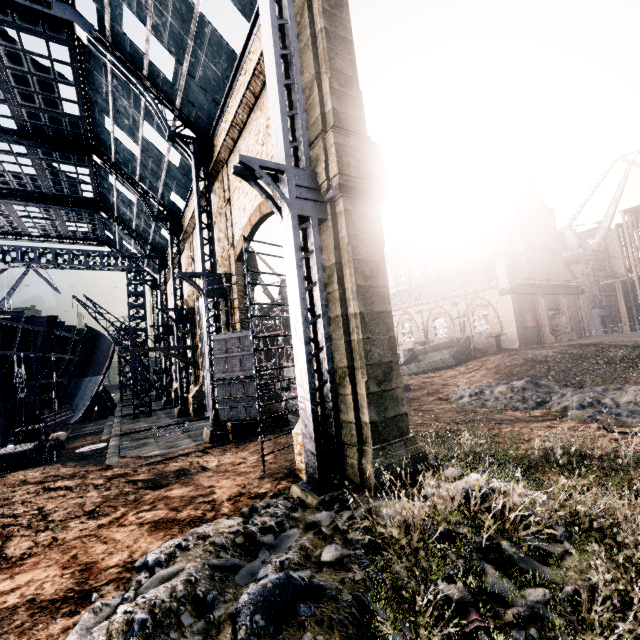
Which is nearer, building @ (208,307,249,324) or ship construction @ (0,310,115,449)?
building @ (208,307,249,324)

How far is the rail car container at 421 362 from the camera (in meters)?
32.97

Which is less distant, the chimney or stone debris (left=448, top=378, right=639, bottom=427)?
stone debris (left=448, top=378, right=639, bottom=427)

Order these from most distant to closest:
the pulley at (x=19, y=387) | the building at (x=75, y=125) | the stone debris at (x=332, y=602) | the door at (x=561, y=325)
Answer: the door at (x=561, y=325) → the pulley at (x=19, y=387) → the building at (x=75, y=125) → the stone debris at (x=332, y=602)

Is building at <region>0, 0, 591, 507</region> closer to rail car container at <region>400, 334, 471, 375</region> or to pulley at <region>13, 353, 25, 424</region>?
rail car container at <region>400, 334, 471, 375</region>

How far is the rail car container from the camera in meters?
33.0 m

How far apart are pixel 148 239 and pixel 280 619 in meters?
44.2

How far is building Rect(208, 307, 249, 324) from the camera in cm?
1917
